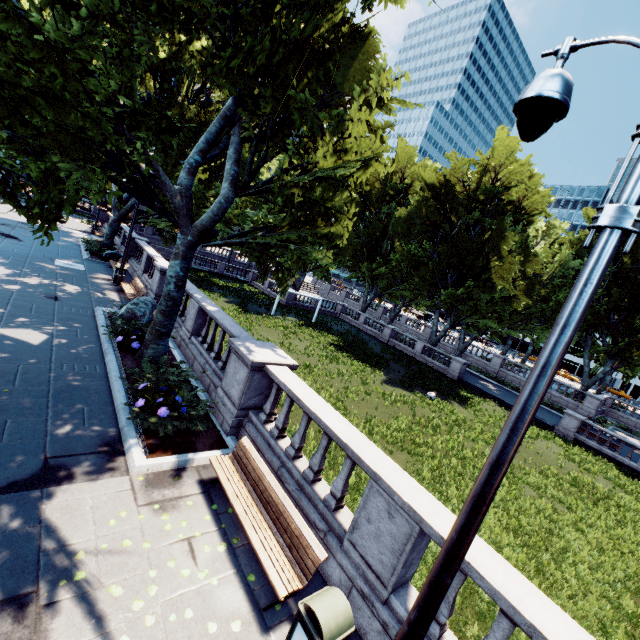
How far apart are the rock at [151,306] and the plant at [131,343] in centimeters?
151cm

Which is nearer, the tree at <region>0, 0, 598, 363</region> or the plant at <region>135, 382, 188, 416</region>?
the tree at <region>0, 0, 598, 363</region>

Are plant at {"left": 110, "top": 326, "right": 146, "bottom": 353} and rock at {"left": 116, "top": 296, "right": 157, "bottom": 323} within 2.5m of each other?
yes

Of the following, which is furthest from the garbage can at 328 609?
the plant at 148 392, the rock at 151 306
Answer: the rock at 151 306

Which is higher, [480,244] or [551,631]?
[480,244]

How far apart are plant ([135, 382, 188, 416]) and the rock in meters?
5.1

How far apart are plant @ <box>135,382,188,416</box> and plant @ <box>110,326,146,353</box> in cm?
275

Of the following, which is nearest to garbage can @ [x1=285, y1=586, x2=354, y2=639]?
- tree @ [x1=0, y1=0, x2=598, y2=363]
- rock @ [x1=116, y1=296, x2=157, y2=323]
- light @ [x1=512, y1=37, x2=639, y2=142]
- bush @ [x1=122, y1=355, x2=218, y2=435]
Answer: light @ [x1=512, y1=37, x2=639, y2=142]
